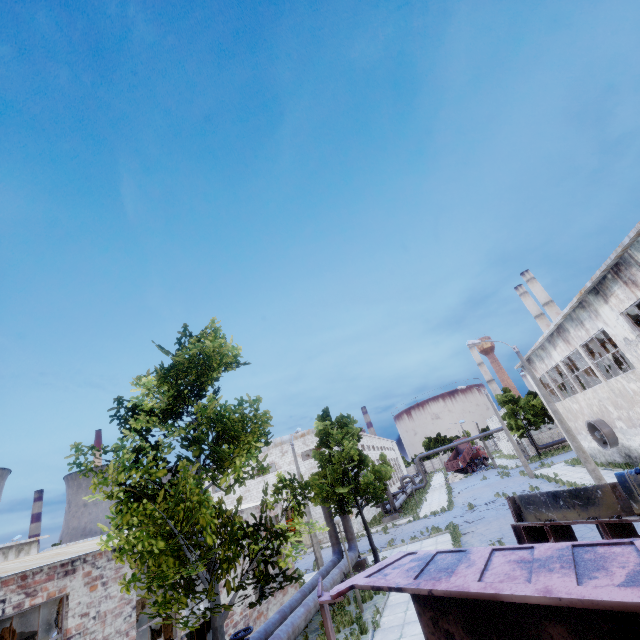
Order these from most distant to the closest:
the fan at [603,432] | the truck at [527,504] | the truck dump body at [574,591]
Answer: the fan at [603,432] → the truck at [527,504] → the truck dump body at [574,591]

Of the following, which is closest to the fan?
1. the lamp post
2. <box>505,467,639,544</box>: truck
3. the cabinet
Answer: the lamp post

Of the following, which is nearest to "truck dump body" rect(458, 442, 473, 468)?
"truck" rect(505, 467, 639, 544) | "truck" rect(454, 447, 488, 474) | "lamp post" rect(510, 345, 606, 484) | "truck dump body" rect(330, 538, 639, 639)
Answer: "truck" rect(454, 447, 488, 474)

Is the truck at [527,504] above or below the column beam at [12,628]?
below

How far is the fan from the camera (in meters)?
21.94

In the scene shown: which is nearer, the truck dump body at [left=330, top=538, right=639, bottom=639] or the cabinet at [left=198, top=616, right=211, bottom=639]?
the truck dump body at [left=330, top=538, right=639, bottom=639]

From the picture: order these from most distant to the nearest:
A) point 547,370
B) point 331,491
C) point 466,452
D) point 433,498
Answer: point 466,452 → point 433,498 → point 547,370 → point 331,491

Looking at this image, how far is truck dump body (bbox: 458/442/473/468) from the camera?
55.12m
